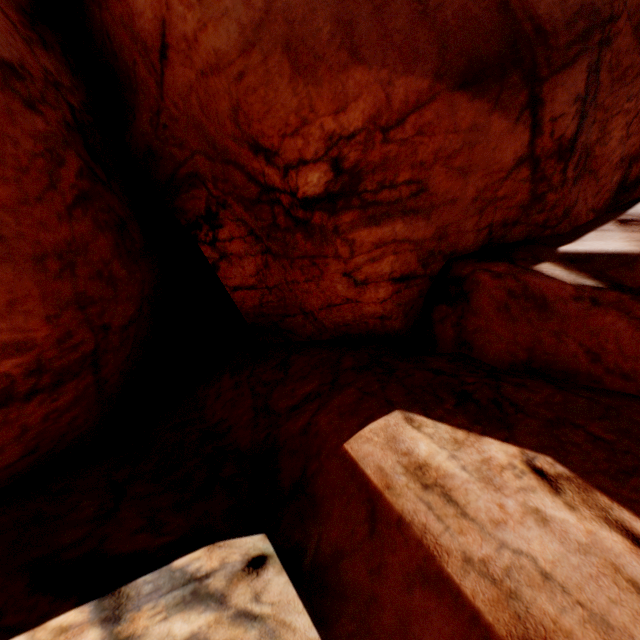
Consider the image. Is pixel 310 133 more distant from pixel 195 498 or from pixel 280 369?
pixel 195 498
